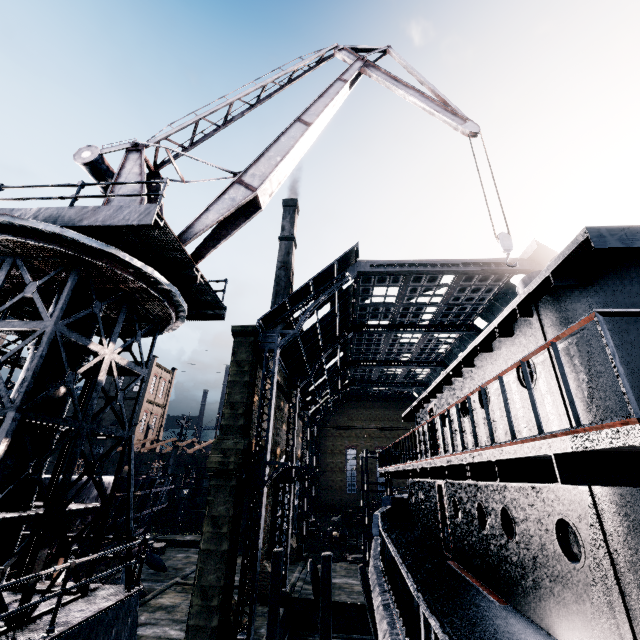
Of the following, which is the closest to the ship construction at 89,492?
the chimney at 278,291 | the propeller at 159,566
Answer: the propeller at 159,566

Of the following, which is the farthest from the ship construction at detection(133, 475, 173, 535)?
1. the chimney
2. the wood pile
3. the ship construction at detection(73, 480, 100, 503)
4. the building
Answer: the building

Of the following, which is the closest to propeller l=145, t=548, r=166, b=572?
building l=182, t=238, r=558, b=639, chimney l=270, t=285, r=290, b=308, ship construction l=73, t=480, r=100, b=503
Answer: ship construction l=73, t=480, r=100, b=503

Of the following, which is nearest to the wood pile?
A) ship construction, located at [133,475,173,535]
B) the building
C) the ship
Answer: the ship

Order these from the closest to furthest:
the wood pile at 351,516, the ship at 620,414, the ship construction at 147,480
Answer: the ship at 620,414 < the ship construction at 147,480 < the wood pile at 351,516

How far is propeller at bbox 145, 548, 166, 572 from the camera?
31.1m

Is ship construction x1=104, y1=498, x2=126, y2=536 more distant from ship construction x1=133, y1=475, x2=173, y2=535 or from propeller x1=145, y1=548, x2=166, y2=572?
propeller x1=145, y1=548, x2=166, y2=572

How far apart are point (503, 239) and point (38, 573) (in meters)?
14.00
